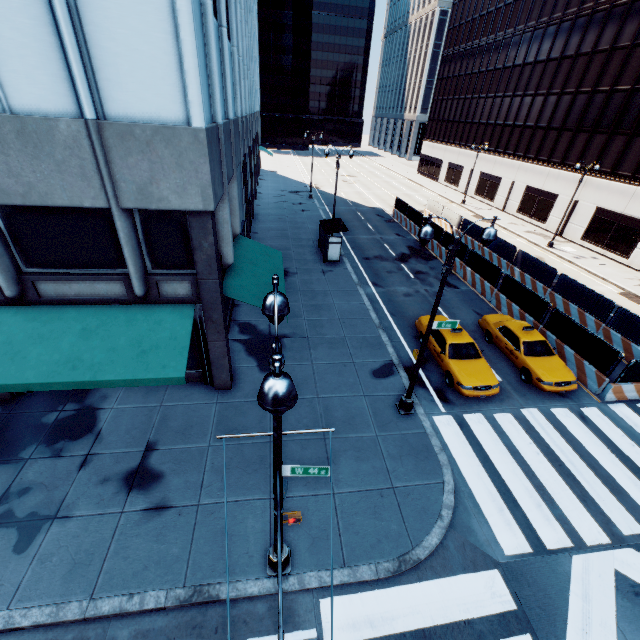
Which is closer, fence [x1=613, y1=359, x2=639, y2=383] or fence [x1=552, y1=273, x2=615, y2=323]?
fence [x1=613, y1=359, x2=639, y2=383]

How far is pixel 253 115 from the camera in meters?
29.8

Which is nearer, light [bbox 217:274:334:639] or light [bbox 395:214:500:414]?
light [bbox 217:274:334:639]

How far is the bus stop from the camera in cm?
2306

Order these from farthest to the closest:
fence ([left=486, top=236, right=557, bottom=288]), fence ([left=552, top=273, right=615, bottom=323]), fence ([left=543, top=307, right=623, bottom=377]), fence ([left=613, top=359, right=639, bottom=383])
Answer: fence ([left=486, top=236, right=557, bottom=288]) < fence ([left=552, top=273, right=615, bottom=323]) < fence ([left=543, top=307, right=623, bottom=377]) < fence ([left=613, top=359, right=639, bottom=383])

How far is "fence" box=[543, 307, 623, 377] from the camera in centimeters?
1365cm

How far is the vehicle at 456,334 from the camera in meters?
13.1

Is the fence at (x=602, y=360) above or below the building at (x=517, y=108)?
below
